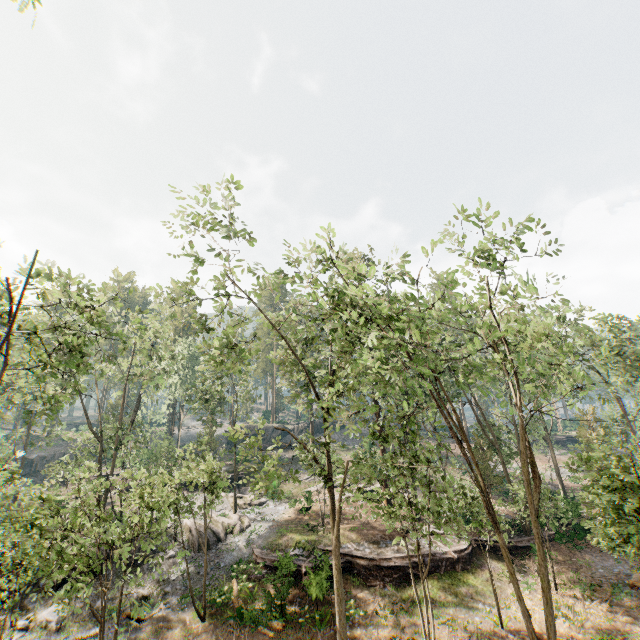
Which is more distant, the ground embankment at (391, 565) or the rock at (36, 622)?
the ground embankment at (391, 565)

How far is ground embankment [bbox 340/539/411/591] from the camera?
21.0m

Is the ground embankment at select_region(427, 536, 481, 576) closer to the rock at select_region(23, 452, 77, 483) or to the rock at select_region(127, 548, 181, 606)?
the rock at select_region(127, 548, 181, 606)

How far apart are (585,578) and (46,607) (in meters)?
33.56

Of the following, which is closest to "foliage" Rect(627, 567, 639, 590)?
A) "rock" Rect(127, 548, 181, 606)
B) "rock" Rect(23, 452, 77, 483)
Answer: "rock" Rect(127, 548, 181, 606)

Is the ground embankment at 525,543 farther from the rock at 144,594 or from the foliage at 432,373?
the rock at 144,594

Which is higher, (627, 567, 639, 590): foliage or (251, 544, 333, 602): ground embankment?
(251, 544, 333, 602): ground embankment
